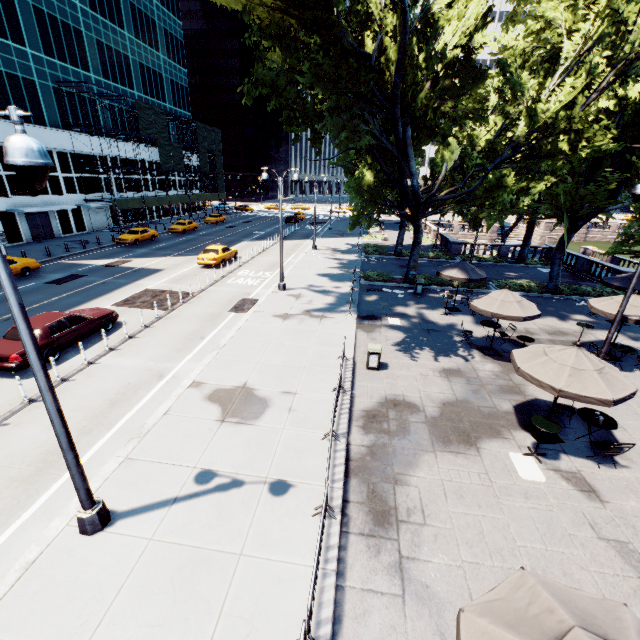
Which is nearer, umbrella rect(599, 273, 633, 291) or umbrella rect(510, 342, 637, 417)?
umbrella rect(510, 342, 637, 417)

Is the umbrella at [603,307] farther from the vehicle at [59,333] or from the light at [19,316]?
the vehicle at [59,333]

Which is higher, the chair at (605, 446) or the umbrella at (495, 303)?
the umbrella at (495, 303)

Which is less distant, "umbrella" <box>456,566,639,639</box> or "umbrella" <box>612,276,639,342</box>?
"umbrella" <box>456,566,639,639</box>

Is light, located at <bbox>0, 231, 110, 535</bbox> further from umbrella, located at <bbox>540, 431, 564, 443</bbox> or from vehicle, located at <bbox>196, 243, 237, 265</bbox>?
umbrella, located at <bbox>540, 431, 564, 443</bbox>

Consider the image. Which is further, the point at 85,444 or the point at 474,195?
the point at 474,195

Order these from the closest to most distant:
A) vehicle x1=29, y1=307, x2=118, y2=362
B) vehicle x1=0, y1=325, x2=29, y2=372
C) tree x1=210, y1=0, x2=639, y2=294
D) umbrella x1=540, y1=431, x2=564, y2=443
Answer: umbrella x1=540, y1=431, x2=564, y2=443 → vehicle x1=0, y1=325, x2=29, y2=372 → vehicle x1=29, y1=307, x2=118, y2=362 → tree x1=210, y1=0, x2=639, y2=294

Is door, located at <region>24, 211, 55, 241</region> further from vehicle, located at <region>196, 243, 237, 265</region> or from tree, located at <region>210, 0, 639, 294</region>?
tree, located at <region>210, 0, 639, 294</region>
